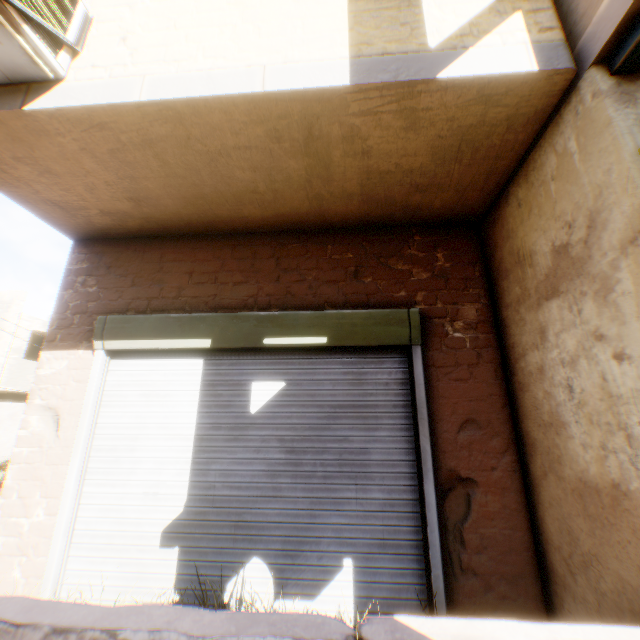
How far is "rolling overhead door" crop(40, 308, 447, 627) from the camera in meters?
2.7

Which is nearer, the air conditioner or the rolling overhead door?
the air conditioner

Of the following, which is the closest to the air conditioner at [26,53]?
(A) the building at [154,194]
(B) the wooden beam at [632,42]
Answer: (A) the building at [154,194]

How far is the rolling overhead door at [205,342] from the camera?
2.70m

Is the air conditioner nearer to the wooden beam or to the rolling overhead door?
the rolling overhead door

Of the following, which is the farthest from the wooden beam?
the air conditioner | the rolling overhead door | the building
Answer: the air conditioner

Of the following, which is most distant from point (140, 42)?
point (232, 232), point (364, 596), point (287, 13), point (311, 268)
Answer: point (364, 596)

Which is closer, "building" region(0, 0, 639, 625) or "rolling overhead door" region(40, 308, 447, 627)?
"building" region(0, 0, 639, 625)
